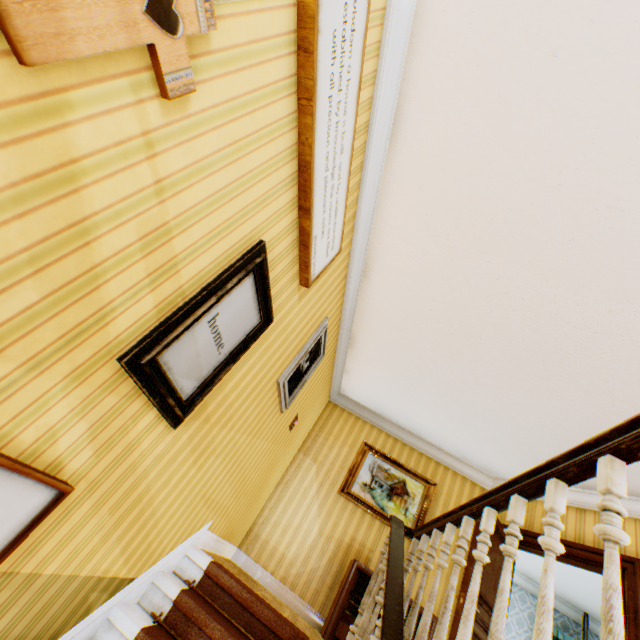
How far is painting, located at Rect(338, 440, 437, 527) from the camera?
5.18m

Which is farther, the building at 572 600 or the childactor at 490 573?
the childactor at 490 573

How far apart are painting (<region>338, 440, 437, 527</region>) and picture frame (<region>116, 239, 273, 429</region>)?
4.05m

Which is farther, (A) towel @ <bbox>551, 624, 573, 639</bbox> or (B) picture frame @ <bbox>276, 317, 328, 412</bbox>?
→ (A) towel @ <bbox>551, 624, 573, 639</bbox>

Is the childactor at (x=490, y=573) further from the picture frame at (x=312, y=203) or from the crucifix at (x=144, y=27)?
the crucifix at (x=144, y=27)

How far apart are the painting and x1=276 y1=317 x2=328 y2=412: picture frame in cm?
241

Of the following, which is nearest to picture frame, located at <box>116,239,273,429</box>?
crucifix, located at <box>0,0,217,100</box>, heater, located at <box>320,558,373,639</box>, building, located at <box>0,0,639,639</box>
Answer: building, located at <box>0,0,639,639</box>

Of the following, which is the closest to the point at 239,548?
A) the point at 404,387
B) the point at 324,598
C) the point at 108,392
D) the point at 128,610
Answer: the point at 324,598
